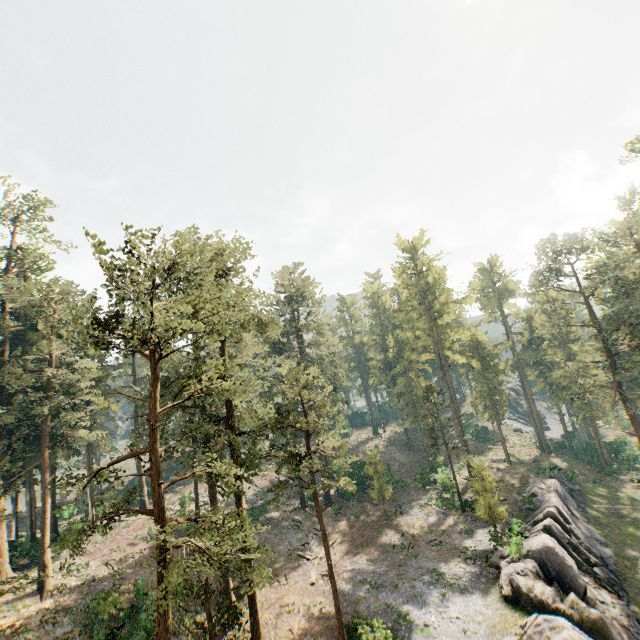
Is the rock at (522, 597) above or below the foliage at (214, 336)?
below

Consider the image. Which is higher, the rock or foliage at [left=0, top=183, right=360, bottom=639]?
foliage at [left=0, top=183, right=360, bottom=639]

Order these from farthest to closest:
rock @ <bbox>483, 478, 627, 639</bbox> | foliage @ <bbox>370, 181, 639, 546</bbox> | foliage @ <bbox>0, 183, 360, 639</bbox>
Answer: foliage @ <bbox>370, 181, 639, 546</bbox>, rock @ <bbox>483, 478, 627, 639</bbox>, foliage @ <bbox>0, 183, 360, 639</bbox>

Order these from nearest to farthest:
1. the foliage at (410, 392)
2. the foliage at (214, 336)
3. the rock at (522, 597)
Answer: the foliage at (214, 336) < the rock at (522, 597) < the foliage at (410, 392)

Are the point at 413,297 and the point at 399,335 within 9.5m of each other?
yes

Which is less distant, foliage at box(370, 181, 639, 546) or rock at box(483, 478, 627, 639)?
rock at box(483, 478, 627, 639)
